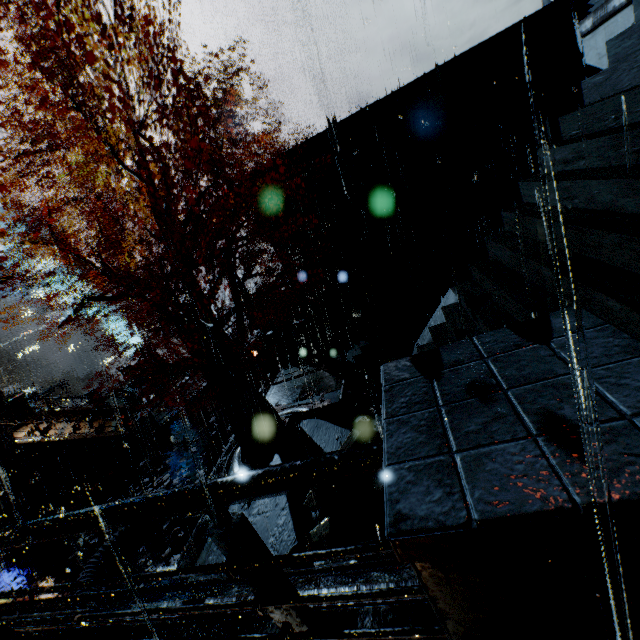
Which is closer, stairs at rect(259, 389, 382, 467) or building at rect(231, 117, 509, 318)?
stairs at rect(259, 389, 382, 467)

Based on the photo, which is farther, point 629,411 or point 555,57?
point 555,57

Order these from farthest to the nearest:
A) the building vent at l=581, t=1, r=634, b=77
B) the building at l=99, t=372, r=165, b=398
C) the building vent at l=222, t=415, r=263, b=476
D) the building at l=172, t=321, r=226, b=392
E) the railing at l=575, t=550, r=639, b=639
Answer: the building at l=99, t=372, r=165, b=398
the building at l=172, t=321, r=226, b=392
the building vent at l=222, t=415, r=263, b=476
the building vent at l=581, t=1, r=634, b=77
the railing at l=575, t=550, r=639, b=639

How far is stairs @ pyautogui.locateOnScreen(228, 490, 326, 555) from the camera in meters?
5.0

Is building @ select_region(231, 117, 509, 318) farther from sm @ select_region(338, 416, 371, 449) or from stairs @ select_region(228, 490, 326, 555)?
sm @ select_region(338, 416, 371, 449)

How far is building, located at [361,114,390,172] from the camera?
15.6 meters

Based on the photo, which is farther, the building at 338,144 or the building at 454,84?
the building at 338,144

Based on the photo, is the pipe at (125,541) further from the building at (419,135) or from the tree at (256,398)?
the building at (419,135)
